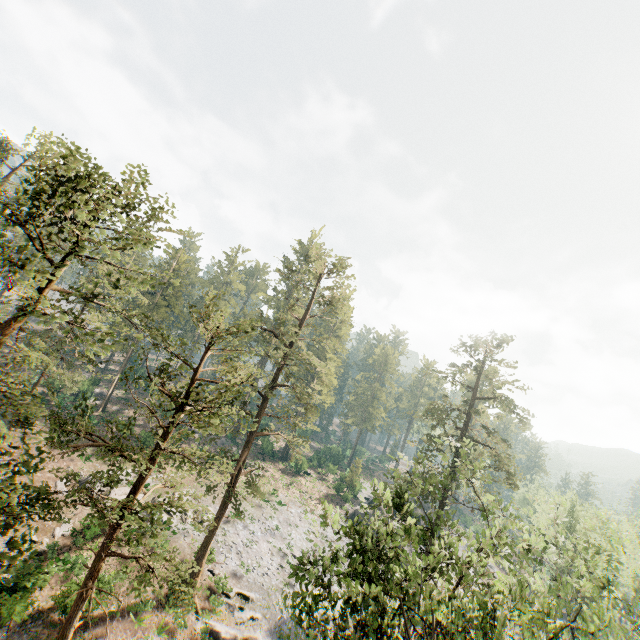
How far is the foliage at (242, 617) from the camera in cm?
2420

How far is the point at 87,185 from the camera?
9.84m

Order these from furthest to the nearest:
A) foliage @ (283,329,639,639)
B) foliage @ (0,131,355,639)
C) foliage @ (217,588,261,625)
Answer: foliage @ (217,588,261,625) < foliage @ (283,329,639,639) < foliage @ (0,131,355,639)

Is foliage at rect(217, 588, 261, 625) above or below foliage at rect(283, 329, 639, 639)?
below

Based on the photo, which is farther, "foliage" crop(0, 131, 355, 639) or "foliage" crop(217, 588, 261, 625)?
"foliage" crop(217, 588, 261, 625)

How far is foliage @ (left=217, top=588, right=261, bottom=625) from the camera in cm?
2420

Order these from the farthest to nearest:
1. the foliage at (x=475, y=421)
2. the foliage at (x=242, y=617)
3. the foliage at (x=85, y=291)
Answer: the foliage at (x=242, y=617)
the foliage at (x=475, y=421)
the foliage at (x=85, y=291)
